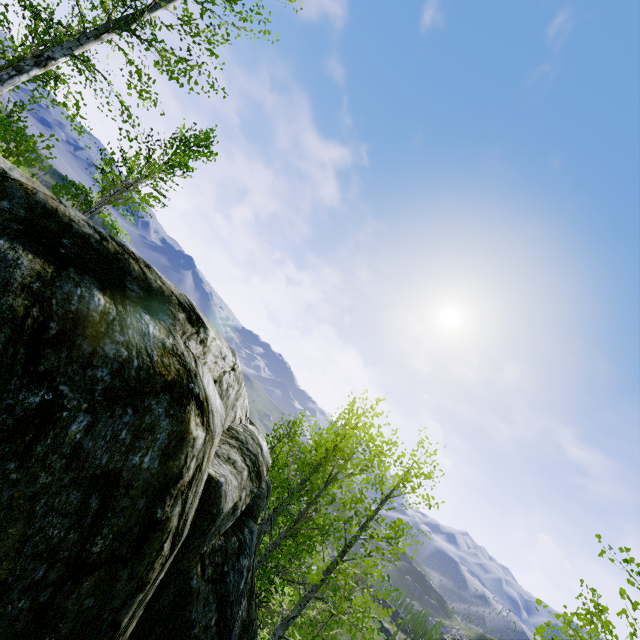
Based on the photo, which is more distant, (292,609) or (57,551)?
(292,609)

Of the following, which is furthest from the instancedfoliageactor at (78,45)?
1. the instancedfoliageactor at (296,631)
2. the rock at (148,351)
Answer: the instancedfoliageactor at (296,631)

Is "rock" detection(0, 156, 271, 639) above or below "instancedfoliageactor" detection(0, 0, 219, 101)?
below

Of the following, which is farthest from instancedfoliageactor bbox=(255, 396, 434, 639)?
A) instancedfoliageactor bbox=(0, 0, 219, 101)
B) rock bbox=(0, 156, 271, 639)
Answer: instancedfoliageactor bbox=(0, 0, 219, 101)

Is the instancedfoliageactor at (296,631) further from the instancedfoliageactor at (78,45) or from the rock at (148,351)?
the instancedfoliageactor at (78,45)

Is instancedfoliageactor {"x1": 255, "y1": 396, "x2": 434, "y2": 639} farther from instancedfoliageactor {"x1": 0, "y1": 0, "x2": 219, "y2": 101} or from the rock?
instancedfoliageactor {"x1": 0, "y1": 0, "x2": 219, "y2": 101}

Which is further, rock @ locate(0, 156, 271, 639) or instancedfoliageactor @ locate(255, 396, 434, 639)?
instancedfoliageactor @ locate(255, 396, 434, 639)
